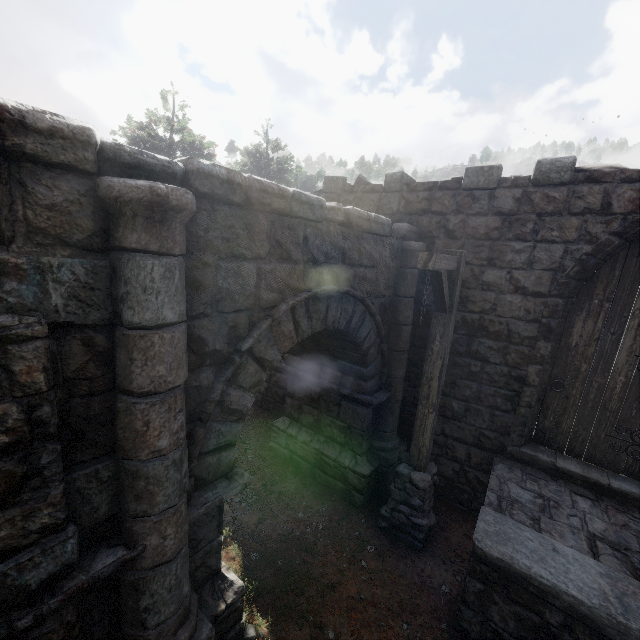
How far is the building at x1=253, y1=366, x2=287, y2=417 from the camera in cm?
846

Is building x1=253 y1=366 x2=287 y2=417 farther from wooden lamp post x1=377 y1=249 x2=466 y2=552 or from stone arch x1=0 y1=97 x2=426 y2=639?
wooden lamp post x1=377 y1=249 x2=466 y2=552

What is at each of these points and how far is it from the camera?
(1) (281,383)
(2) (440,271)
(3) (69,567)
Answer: (1) building, 8.5 meters
(2) wooden lamp post, 4.0 meters
(3) building, 2.2 meters

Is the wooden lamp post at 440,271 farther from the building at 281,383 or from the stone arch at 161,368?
the building at 281,383

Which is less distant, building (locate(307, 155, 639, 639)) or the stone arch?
the stone arch

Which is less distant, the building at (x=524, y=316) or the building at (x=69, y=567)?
the building at (x=69, y=567)

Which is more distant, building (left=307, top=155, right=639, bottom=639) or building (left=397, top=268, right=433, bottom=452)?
building (left=397, top=268, right=433, bottom=452)
